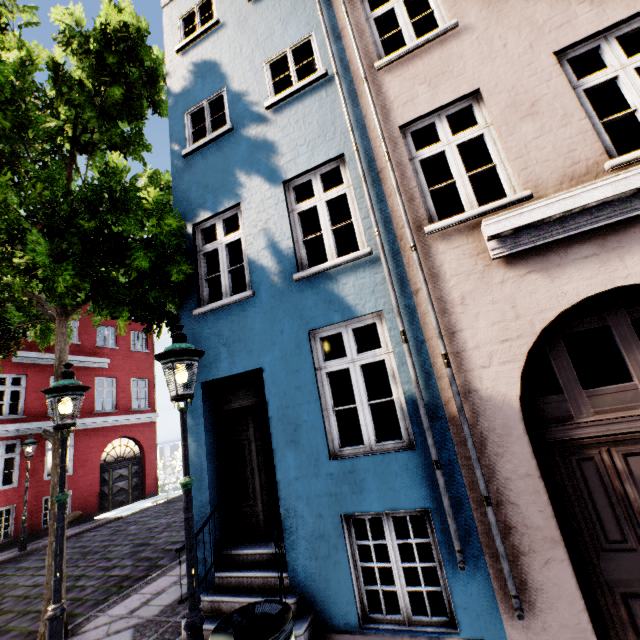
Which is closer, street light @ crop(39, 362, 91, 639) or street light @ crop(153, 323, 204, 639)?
street light @ crop(153, 323, 204, 639)

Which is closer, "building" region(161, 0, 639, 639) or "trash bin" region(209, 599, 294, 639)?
"trash bin" region(209, 599, 294, 639)

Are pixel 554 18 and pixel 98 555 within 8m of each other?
no

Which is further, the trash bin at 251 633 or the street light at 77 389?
the street light at 77 389

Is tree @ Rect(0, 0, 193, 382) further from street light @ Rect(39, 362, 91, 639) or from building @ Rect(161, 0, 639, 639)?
street light @ Rect(39, 362, 91, 639)

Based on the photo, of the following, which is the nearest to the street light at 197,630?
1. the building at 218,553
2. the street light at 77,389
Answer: the building at 218,553

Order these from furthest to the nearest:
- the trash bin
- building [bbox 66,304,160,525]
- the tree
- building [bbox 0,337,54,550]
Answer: building [bbox 66,304,160,525], building [bbox 0,337,54,550], the tree, the trash bin

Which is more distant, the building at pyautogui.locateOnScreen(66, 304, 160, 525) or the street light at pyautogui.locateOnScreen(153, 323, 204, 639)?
the building at pyautogui.locateOnScreen(66, 304, 160, 525)
